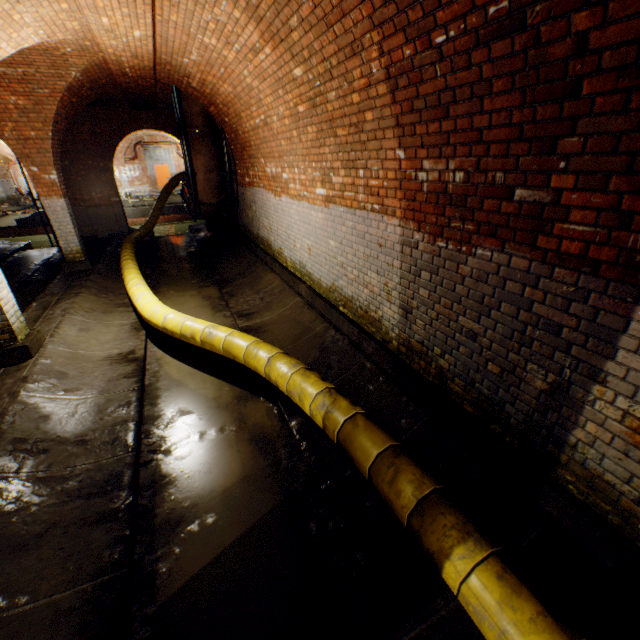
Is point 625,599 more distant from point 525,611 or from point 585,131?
point 585,131

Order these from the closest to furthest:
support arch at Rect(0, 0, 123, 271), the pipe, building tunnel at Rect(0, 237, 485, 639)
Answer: building tunnel at Rect(0, 237, 485, 639), support arch at Rect(0, 0, 123, 271), the pipe

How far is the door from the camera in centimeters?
2488cm

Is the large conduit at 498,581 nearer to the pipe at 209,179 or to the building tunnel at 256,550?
the building tunnel at 256,550

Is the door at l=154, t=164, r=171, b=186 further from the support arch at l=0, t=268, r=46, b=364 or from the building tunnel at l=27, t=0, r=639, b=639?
the support arch at l=0, t=268, r=46, b=364

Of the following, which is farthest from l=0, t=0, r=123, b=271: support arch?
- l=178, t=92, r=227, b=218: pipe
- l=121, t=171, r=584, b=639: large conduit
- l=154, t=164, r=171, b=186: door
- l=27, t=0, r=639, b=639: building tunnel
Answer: l=154, t=164, r=171, b=186: door

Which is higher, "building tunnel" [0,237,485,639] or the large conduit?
the large conduit

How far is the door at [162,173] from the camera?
24.9 meters
